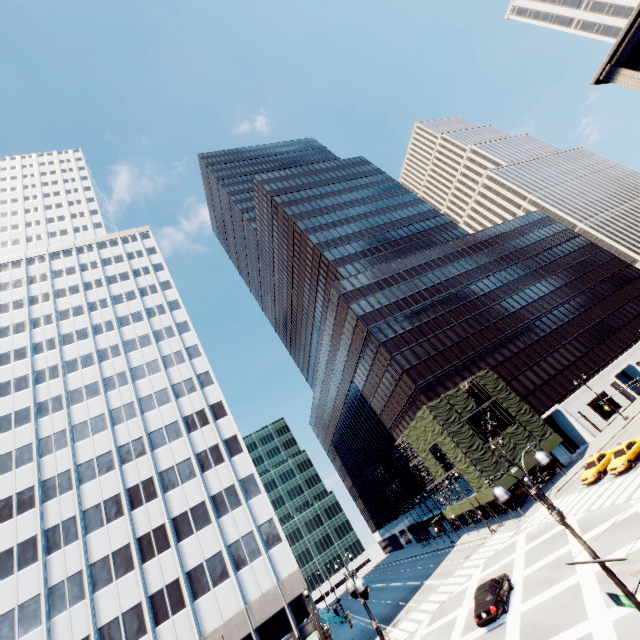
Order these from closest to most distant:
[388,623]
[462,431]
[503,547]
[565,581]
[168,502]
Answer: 1. [565,581]
2. [503,547]
3. [388,623]
4. [168,502]
5. [462,431]

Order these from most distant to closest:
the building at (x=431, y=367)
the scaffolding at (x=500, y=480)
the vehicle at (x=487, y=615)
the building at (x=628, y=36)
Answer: the building at (x=431, y=367), the scaffolding at (x=500, y=480), the building at (x=628, y=36), the vehicle at (x=487, y=615)

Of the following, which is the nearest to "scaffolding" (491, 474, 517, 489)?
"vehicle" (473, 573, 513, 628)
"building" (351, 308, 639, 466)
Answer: "building" (351, 308, 639, 466)

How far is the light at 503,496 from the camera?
8.3m

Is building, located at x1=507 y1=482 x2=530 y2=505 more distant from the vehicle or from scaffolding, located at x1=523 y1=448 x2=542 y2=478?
the vehicle

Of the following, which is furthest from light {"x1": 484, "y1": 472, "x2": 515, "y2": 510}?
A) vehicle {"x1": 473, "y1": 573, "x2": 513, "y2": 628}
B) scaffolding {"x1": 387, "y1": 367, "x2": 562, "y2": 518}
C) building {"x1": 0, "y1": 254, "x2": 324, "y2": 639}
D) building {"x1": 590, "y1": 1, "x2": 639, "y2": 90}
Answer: building {"x1": 590, "y1": 1, "x2": 639, "y2": 90}

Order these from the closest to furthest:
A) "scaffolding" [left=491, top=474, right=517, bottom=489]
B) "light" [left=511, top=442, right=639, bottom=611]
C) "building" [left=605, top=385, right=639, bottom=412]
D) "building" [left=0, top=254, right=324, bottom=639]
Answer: "light" [left=511, top=442, right=639, bottom=611] < "building" [left=0, top=254, right=324, bottom=639] < "scaffolding" [left=491, top=474, right=517, bottom=489] < "building" [left=605, top=385, right=639, bottom=412]

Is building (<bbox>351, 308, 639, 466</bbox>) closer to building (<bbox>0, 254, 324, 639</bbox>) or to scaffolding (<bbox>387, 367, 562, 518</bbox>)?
scaffolding (<bbox>387, 367, 562, 518</bbox>)
